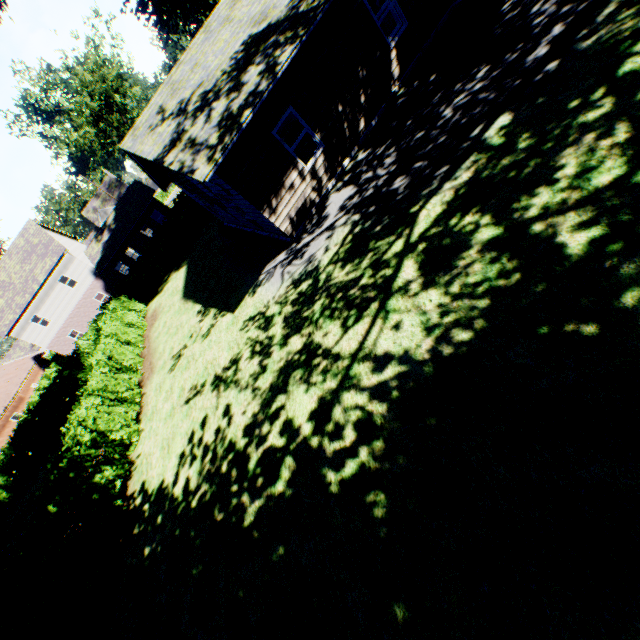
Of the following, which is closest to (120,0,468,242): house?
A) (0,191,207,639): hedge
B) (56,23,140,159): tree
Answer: (0,191,207,639): hedge

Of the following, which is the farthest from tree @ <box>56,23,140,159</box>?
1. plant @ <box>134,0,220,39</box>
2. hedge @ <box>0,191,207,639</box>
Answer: plant @ <box>134,0,220,39</box>

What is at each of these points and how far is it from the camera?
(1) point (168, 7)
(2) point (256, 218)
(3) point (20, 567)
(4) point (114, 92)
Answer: (1) plant, 23.2m
(2) house, 11.8m
(3) hedge, 7.8m
(4) tree, 42.2m

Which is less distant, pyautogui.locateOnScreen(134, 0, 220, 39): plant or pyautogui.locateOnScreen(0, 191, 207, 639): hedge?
pyautogui.locateOnScreen(0, 191, 207, 639): hedge

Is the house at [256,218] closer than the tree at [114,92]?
Result: Yes

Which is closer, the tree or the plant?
the plant

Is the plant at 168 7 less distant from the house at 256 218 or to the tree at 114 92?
the house at 256 218

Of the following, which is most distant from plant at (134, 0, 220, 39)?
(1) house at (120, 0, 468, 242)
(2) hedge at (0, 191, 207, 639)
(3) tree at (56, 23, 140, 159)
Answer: (3) tree at (56, 23, 140, 159)
